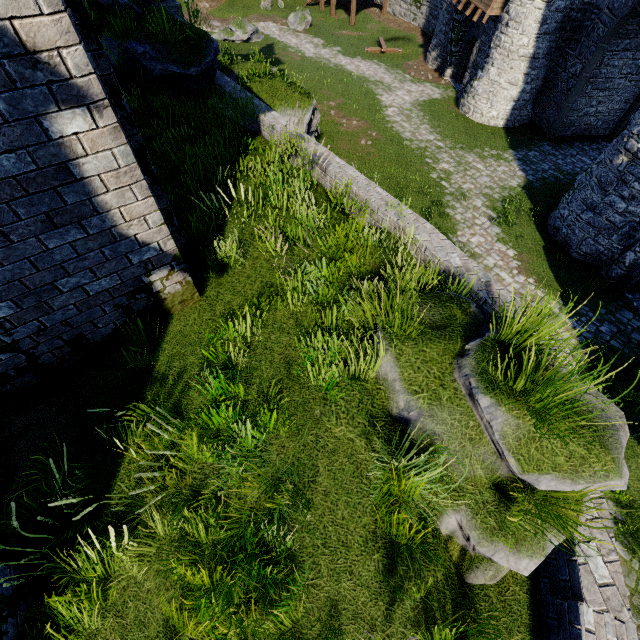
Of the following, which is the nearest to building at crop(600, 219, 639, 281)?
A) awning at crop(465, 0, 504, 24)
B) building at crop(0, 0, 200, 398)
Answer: awning at crop(465, 0, 504, 24)

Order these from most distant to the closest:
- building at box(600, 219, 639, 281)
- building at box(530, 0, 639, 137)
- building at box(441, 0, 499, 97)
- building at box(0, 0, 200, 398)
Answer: building at box(441, 0, 499, 97), building at box(530, 0, 639, 137), building at box(600, 219, 639, 281), building at box(0, 0, 200, 398)

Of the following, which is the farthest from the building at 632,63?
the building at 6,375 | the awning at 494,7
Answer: the building at 6,375

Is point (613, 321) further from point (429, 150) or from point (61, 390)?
point (61, 390)

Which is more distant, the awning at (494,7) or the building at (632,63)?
the awning at (494,7)

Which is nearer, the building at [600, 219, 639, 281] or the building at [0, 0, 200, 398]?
the building at [0, 0, 200, 398]
